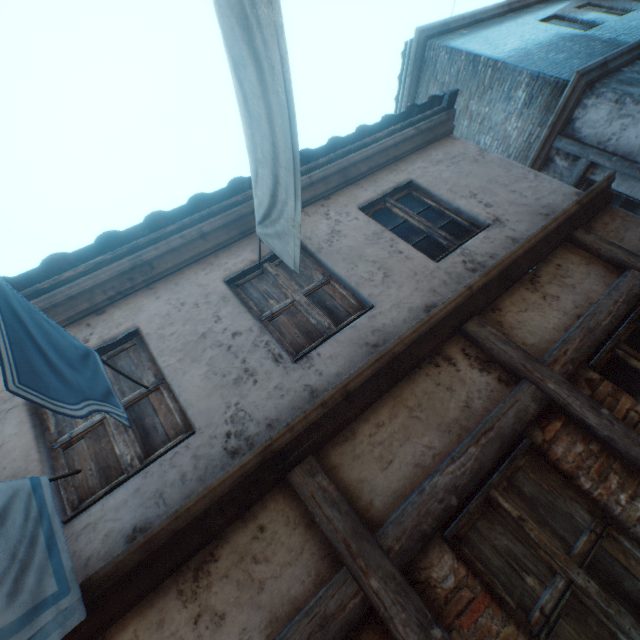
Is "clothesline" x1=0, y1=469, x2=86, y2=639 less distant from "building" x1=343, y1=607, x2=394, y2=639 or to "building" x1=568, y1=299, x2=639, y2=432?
"building" x1=568, y1=299, x2=639, y2=432

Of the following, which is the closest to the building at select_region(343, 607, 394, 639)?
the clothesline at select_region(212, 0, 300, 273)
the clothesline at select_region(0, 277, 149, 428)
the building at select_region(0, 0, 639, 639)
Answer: the building at select_region(0, 0, 639, 639)

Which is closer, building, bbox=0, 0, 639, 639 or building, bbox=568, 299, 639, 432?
building, bbox=0, 0, 639, 639

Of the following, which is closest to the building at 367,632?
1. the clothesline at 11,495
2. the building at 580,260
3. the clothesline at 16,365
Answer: the building at 580,260

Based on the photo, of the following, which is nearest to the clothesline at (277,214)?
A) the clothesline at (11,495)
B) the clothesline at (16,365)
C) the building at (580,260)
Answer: the building at (580,260)

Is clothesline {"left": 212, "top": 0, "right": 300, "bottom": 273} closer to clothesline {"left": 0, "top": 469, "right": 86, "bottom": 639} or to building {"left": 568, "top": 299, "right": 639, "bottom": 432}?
building {"left": 568, "top": 299, "right": 639, "bottom": 432}

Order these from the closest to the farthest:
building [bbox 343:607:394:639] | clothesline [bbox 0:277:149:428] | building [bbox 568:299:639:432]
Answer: clothesline [bbox 0:277:149:428] < building [bbox 343:607:394:639] < building [bbox 568:299:639:432]

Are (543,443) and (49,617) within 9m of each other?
yes
